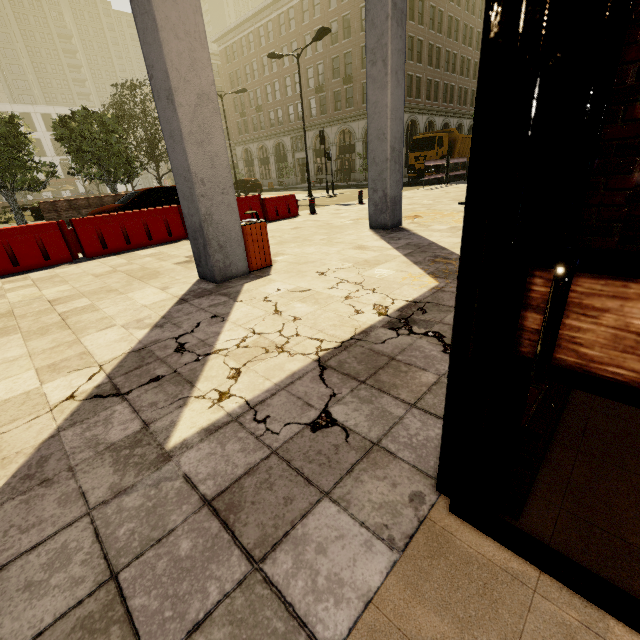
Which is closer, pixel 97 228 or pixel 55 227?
pixel 55 227

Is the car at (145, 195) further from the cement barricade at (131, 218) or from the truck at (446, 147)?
the truck at (446, 147)

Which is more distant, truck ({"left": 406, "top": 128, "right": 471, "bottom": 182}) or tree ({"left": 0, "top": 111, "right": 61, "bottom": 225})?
truck ({"left": 406, "top": 128, "right": 471, "bottom": 182})

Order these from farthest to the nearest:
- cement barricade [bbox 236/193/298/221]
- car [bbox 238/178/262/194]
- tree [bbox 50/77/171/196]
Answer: car [bbox 238/178/262/194], tree [bbox 50/77/171/196], cement barricade [bbox 236/193/298/221]

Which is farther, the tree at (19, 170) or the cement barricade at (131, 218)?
the tree at (19, 170)

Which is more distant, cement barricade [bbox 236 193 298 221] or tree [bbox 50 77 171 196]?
tree [bbox 50 77 171 196]

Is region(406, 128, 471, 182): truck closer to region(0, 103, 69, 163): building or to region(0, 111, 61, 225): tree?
region(0, 111, 61, 225): tree

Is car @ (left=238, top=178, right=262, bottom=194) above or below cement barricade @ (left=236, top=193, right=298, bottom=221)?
above
